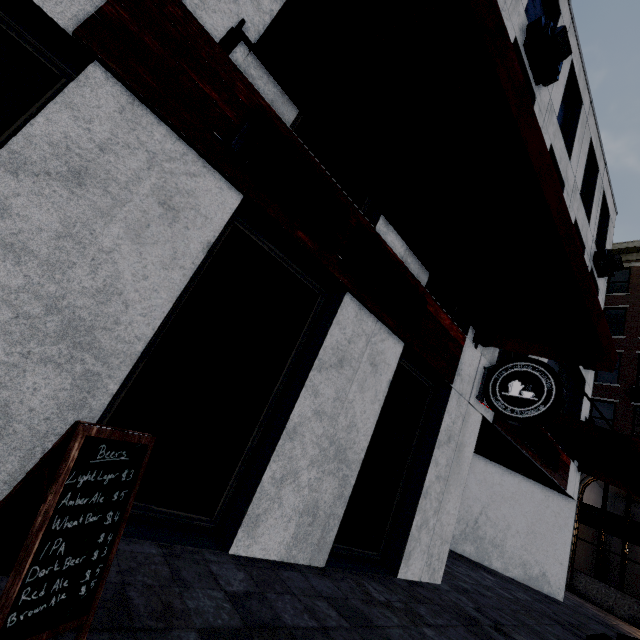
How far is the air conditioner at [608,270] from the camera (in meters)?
11.78

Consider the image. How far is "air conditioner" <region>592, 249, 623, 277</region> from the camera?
11.78m

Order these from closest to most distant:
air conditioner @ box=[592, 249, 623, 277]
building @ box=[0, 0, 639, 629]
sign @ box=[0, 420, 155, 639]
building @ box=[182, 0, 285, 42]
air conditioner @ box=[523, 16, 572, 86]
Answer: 1. sign @ box=[0, 420, 155, 639]
2. building @ box=[0, 0, 639, 629]
3. building @ box=[182, 0, 285, 42]
4. air conditioner @ box=[523, 16, 572, 86]
5. air conditioner @ box=[592, 249, 623, 277]

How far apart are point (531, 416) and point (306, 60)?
6.0m

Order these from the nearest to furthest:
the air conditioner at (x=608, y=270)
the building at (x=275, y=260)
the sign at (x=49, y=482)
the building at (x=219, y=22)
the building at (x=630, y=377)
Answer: the sign at (x=49, y=482), the building at (x=275, y=260), the building at (x=219, y=22), the building at (x=630, y=377), the air conditioner at (x=608, y=270)

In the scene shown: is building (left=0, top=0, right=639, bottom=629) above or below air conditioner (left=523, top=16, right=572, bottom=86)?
below

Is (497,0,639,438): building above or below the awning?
above

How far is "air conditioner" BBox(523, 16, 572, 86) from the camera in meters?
7.3 m
